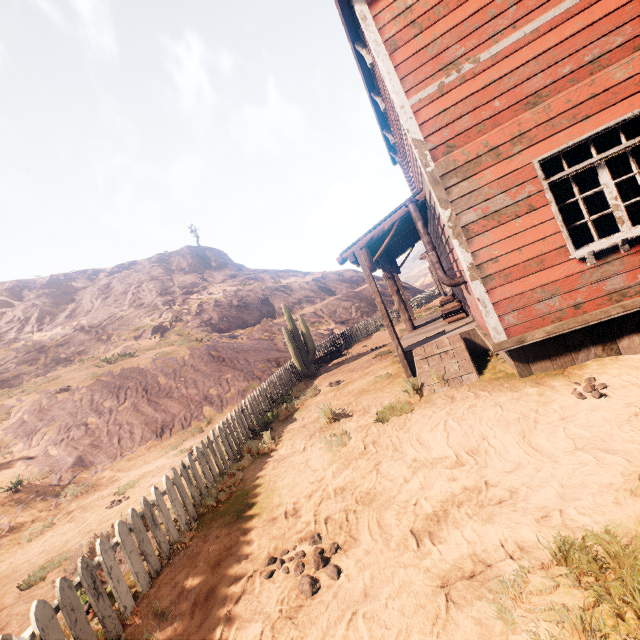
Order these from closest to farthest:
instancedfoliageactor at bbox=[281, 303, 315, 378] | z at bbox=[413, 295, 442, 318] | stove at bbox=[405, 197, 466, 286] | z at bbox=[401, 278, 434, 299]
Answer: stove at bbox=[405, 197, 466, 286] → instancedfoliageactor at bbox=[281, 303, 315, 378] → z at bbox=[413, 295, 442, 318] → z at bbox=[401, 278, 434, 299]

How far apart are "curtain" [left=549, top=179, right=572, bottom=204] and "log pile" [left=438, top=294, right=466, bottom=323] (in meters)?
3.98

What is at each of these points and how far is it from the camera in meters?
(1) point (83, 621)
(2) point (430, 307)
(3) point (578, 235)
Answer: (1) fence, 2.9
(2) z, 24.0
(3) curtain, 4.7

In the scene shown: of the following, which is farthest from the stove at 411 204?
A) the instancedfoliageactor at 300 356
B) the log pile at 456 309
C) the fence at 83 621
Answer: the instancedfoliageactor at 300 356

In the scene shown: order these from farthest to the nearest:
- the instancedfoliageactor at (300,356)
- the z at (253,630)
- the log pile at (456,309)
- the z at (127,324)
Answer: the instancedfoliageactor at (300,356)
the log pile at (456,309)
the z at (127,324)
the z at (253,630)

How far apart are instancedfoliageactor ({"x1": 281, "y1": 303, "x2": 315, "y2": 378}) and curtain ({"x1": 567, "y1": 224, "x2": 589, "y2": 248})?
9.85m

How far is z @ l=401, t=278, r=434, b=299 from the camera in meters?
32.2 m

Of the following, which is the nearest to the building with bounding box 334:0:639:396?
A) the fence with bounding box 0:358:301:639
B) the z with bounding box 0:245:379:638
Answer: the z with bounding box 0:245:379:638
